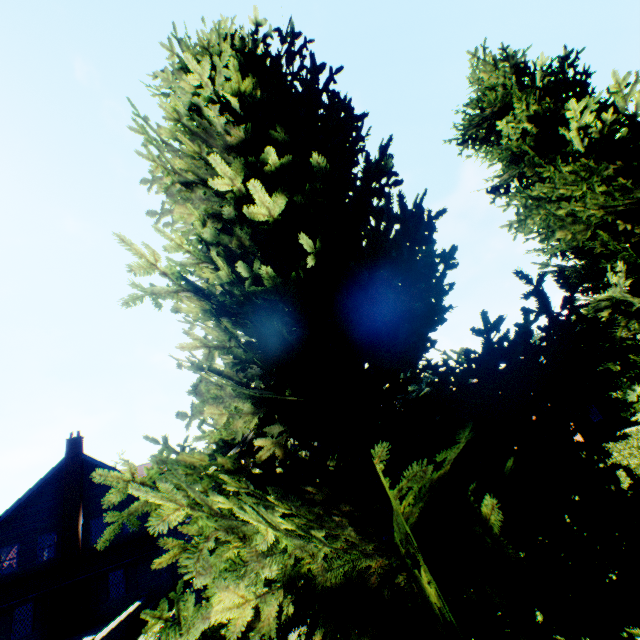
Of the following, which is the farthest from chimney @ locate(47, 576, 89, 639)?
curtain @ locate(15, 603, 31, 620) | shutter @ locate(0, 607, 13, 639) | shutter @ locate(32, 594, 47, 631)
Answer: shutter @ locate(0, 607, 13, 639)

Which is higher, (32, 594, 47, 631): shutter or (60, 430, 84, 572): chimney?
(60, 430, 84, 572): chimney

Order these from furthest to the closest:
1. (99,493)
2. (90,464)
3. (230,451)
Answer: (90,464) < (99,493) < (230,451)

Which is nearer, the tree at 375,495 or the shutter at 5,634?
the tree at 375,495

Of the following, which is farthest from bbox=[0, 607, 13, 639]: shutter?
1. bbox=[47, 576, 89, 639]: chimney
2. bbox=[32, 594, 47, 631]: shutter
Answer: bbox=[47, 576, 89, 639]: chimney

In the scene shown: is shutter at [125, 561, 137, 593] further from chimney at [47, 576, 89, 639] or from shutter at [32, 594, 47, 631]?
shutter at [32, 594, 47, 631]

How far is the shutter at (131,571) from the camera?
21.5m

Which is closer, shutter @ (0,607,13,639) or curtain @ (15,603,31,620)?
shutter @ (0,607,13,639)
